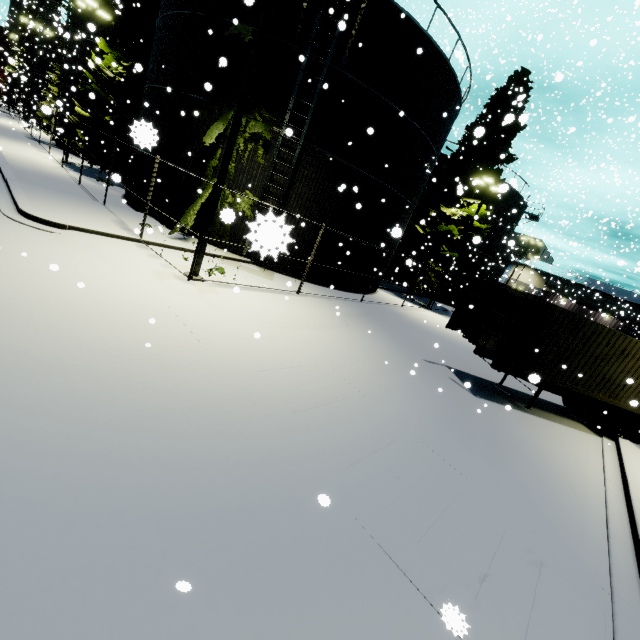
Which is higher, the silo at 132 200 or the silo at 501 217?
the silo at 501 217

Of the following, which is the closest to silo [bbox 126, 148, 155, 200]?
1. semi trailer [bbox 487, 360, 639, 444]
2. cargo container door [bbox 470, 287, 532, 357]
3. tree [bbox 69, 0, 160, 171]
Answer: tree [bbox 69, 0, 160, 171]

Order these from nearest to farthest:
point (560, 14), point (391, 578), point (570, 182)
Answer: point (391, 578) → point (560, 14) → point (570, 182)

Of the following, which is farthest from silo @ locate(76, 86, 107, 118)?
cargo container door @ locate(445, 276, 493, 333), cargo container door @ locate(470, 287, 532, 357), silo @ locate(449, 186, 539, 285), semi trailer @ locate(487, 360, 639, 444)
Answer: silo @ locate(449, 186, 539, 285)

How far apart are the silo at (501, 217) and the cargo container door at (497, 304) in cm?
2174

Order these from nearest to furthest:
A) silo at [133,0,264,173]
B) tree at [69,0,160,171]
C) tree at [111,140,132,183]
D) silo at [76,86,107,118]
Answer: silo at [133,0,264,173] → tree at [69,0,160,171] → tree at [111,140,132,183] → silo at [76,86,107,118]

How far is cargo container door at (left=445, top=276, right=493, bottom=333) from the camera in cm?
1166

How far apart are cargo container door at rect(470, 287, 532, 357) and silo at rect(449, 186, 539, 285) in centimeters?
2174cm
